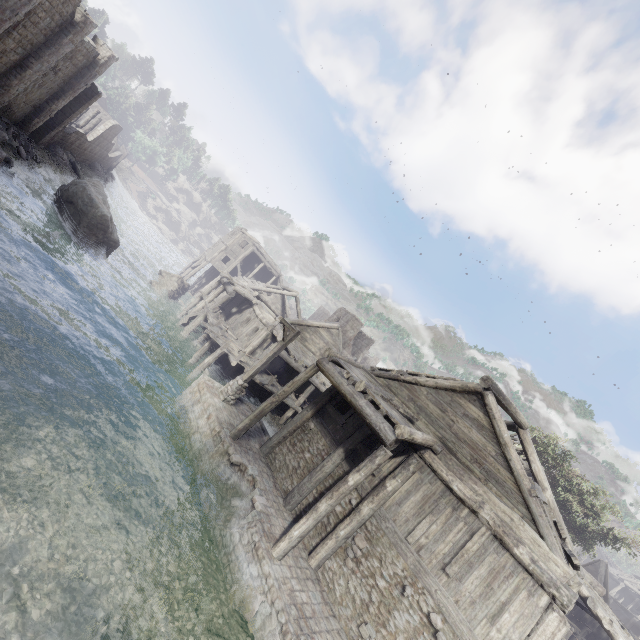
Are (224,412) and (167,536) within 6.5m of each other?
yes

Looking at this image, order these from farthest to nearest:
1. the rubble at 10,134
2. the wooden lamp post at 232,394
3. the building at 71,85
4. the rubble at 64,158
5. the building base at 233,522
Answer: the rubble at 64,158
the rubble at 10,134
the building at 71,85
the wooden lamp post at 232,394
the building base at 233,522

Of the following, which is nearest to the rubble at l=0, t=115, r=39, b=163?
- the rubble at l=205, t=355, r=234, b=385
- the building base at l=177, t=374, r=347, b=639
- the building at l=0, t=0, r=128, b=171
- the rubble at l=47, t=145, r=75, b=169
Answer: the building at l=0, t=0, r=128, b=171

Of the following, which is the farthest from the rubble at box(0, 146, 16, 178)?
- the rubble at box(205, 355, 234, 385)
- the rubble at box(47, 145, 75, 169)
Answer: the rubble at box(205, 355, 234, 385)

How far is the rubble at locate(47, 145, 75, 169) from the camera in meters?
31.2 m

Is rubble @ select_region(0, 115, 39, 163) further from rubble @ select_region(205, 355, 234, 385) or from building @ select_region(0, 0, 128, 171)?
rubble @ select_region(205, 355, 234, 385)

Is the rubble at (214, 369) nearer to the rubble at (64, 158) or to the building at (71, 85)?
the building at (71, 85)

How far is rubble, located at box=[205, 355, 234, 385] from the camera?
20.8 meters
